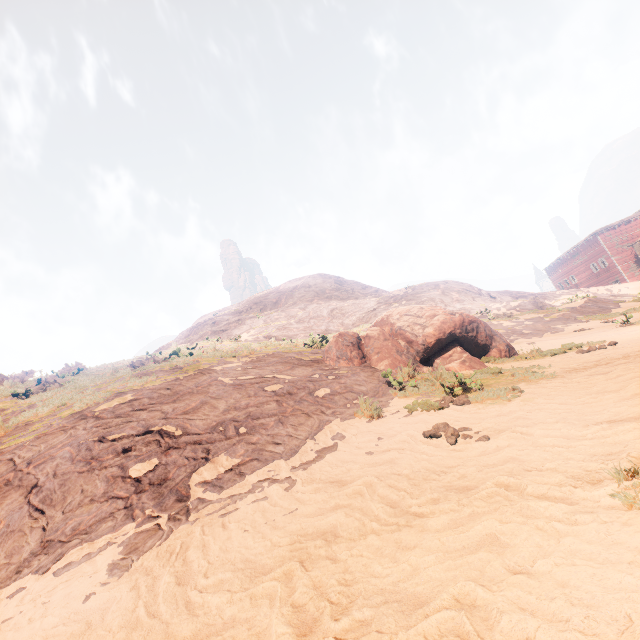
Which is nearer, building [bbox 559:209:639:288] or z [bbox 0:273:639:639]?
z [bbox 0:273:639:639]

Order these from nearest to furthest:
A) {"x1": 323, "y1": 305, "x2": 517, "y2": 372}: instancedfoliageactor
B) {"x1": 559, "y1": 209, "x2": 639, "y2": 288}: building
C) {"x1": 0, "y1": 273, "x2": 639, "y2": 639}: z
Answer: {"x1": 0, "y1": 273, "x2": 639, "y2": 639}: z
{"x1": 323, "y1": 305, "x2": 517, "y2": 372}: instancedfoliageactor
{"x1": 559, "y1": 209, "x2": 639, "y2": 288}: building

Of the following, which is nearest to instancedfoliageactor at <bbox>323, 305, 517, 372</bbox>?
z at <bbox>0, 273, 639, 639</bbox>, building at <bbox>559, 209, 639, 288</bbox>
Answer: z at <bbox>0, 273, 639, 639</bbox>

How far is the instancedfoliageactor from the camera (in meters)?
8.84

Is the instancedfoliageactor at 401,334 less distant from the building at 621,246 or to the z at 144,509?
the z at 144,509

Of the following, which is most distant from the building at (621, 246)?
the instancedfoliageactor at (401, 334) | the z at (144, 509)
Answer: the instancedfoliageactor at (401, 334)

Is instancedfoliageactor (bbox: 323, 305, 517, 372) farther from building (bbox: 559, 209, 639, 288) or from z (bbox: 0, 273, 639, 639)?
building (bbox: 559, 209, 639, 288)

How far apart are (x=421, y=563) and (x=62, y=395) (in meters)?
10.23
